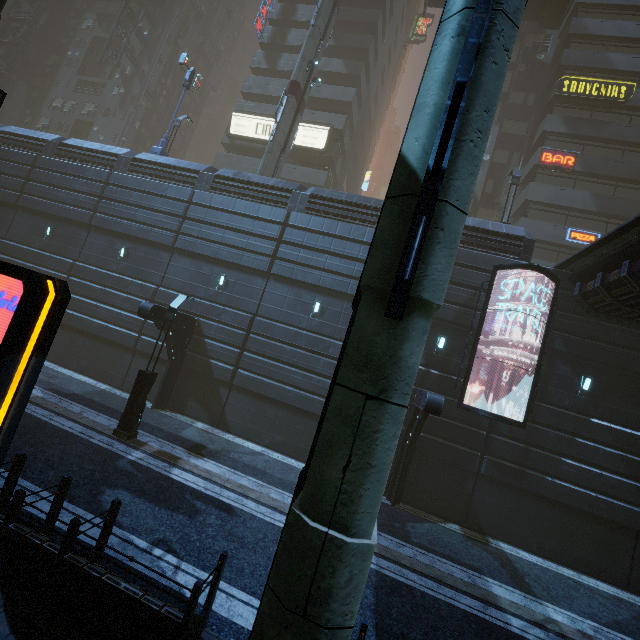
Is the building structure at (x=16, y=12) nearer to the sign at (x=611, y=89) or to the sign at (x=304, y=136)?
the sign at (x=304, y=136)

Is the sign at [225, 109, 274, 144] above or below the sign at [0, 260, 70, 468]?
above

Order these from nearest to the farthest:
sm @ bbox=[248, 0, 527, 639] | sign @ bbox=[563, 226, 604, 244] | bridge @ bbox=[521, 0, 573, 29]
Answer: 1. sm @ bbox=[248, 0, 527, 639]
2. sign @ bbox=[563, 226, 604, 244]
3. bridge @ bbox=[521, 0, 573, 29]

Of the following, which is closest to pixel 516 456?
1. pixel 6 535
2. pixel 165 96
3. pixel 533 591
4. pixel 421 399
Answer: pixel 533 591

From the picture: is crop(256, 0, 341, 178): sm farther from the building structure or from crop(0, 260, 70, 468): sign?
the building structure

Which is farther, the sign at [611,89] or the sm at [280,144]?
the sign at [611,89]

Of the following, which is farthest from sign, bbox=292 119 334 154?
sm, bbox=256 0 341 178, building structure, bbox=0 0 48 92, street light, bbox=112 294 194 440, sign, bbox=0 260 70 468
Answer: building structure, bbox=0 0 48 92

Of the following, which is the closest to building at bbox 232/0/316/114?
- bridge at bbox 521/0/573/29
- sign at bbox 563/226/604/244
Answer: sign at bbox 563/226/604/244
